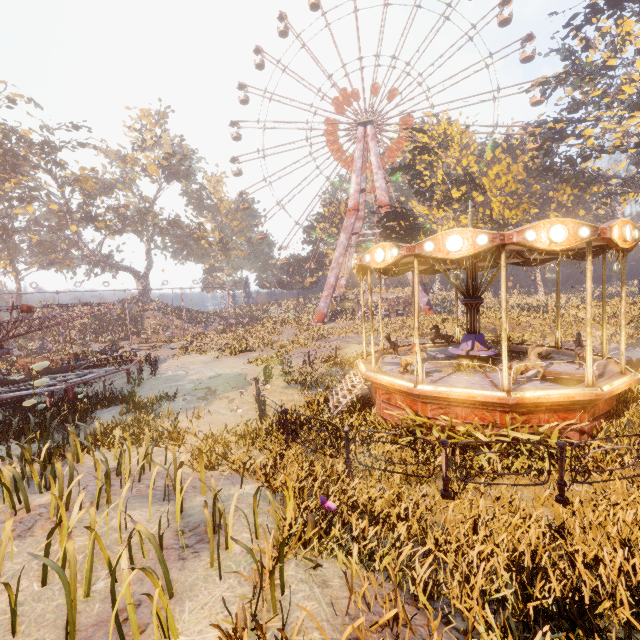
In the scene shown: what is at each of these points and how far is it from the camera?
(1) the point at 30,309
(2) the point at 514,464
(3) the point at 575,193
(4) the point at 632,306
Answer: (1) merry-go-round, 13.5 meters
(2) instancedfoliageactor, 7.2 meters
(3) instancedfoliageactor, 54.8 meters
(4) instancedfoliageactor, 23.4 meters

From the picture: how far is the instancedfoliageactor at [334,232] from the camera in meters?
56.0 m

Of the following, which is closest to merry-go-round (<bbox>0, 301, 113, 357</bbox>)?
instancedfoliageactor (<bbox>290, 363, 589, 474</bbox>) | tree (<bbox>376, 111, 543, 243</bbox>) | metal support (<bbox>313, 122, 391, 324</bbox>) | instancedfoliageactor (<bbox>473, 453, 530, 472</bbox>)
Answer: instancedfoliageactor (<bbox>290, 363, 589, 474</bbox>)

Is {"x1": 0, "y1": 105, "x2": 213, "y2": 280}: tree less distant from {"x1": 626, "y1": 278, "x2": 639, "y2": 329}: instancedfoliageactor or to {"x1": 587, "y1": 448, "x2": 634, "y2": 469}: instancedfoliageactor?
{"x1": 626, "y1": 278, "x2": 639, "y2": 329}: instancedfoliageactor

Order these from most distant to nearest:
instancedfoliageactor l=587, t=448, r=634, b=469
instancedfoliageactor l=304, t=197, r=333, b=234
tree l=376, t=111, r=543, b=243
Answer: instancedfoliageactor l=304, t=197, r=333, b=234, tree l=376, t=111, r=543, b=243, instancedfoliageactor l=587, t=448, r=634, b=469

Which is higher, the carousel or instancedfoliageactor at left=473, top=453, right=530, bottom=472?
the carousel

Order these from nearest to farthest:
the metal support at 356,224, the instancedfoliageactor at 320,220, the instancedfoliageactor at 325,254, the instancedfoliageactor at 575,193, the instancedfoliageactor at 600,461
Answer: the instancedfoliageactor at 600,461, the instancedfoliageactor at 575,193, the metal support at 356,224, the instancedfoliageactor at 325,254, the instancedfoliageactor at 320,220

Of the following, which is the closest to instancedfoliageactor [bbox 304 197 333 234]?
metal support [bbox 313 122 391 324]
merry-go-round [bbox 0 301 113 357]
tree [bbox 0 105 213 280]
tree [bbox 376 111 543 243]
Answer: metal support [bbox 313 122 391 324]
